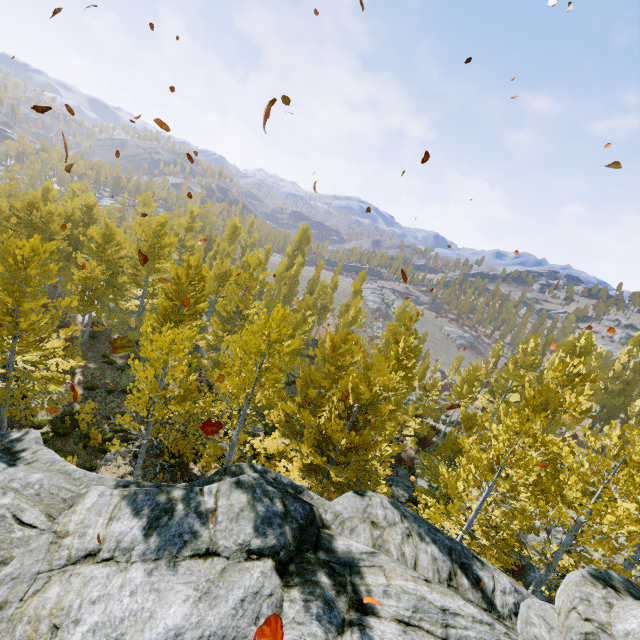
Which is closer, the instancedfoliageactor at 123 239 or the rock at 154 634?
the rock at 154 634

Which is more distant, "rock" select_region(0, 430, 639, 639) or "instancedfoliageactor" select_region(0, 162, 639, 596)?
"instancedfoliageactor" select_region(0, 162, 639, 596)

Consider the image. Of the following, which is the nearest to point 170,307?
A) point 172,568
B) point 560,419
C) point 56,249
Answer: point 172,568
